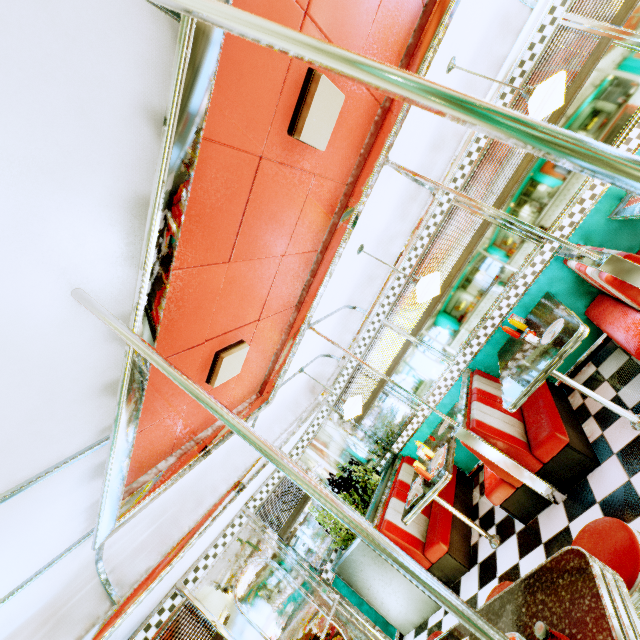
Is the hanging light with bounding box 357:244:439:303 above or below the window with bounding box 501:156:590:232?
above

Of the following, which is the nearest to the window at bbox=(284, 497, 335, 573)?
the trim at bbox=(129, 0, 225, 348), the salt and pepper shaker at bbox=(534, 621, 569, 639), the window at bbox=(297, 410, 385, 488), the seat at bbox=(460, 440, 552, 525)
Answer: the window at bbox=(297, 410, 385, 488)

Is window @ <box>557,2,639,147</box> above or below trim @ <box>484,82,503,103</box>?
below

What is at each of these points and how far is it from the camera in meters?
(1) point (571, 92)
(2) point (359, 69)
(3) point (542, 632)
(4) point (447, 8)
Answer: (1) blinds, 3.5
(2) support pole, 0.6
(3) salt and pepper shaker, 0.9
(4) trim, 2.3

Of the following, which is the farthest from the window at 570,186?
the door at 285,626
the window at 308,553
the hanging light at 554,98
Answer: the door at 285,626

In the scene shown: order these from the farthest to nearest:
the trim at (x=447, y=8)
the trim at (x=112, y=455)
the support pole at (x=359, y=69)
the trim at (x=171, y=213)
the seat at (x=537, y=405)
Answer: the seat at (x=537, y=405), the trim at (x=447, y=8), the trim at (x=112, y=455), the trim at (x=171, y=213), the support pole at (x=359, y=69)

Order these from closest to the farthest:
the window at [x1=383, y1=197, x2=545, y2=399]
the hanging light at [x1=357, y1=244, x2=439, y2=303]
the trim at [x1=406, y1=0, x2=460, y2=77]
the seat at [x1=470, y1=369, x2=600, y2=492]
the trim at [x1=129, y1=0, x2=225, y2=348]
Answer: the trim at [x1=129, y1=0, x2=225, y2=348] → the trim at [x1=406, y1=0, x2=460, y2=77] → the seat at [x1=470, y1=369, x2=600, y2=492] → the hanging light at [x1=357, y1=244, x2=439, y2=303] → the window at [x1=383, y1=197, x2=545, y2=399]

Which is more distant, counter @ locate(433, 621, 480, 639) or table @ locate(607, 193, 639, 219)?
table @ locate(607, 193, 639, 219)
